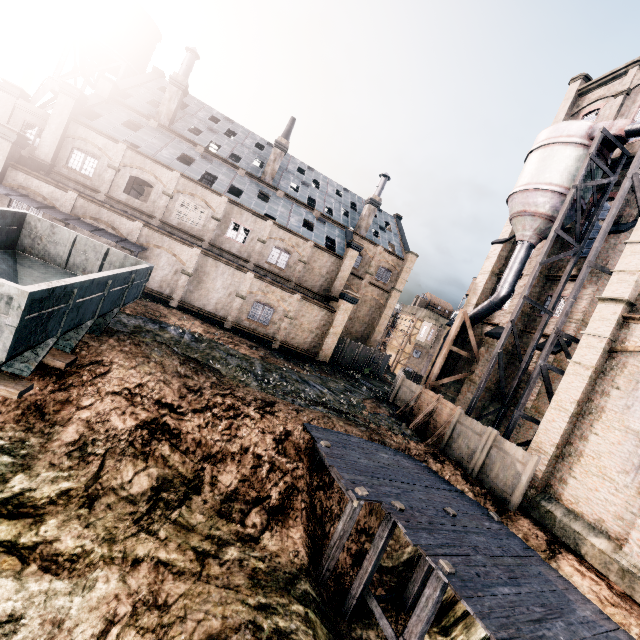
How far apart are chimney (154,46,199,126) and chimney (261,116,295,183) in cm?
945

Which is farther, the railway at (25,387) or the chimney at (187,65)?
the chimney at (187,65)

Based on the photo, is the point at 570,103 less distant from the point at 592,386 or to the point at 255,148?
the point at 592,386

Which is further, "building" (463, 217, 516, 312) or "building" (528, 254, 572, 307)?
"building" (463, 217, 516, 312)

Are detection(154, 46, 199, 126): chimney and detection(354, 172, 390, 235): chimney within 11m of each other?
no

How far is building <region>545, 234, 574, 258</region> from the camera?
24.28m

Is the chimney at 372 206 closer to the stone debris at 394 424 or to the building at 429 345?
the building at 429 345
